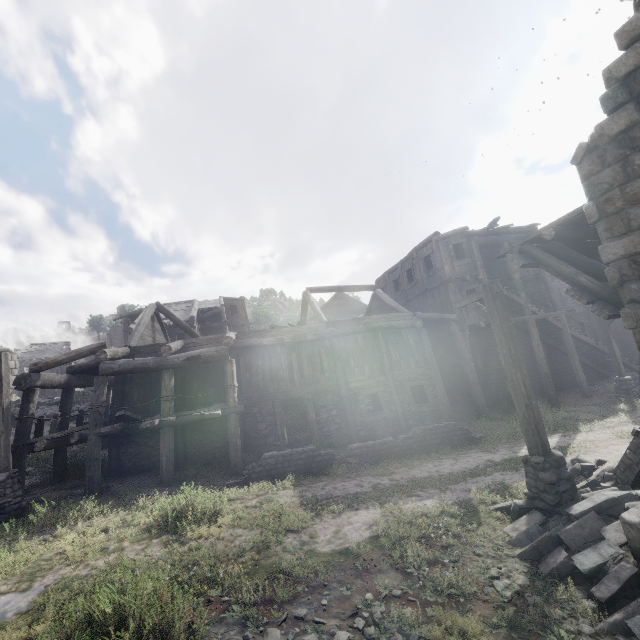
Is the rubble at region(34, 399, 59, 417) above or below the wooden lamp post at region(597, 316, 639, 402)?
above

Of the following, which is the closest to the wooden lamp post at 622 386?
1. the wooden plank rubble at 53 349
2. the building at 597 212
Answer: the building at 597 212

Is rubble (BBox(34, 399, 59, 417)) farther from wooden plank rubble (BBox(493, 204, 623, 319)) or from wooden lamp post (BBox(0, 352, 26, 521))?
wooden plank rubble (BBox(493, 204, 623, 319))

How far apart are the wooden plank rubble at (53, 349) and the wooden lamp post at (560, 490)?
54.0m

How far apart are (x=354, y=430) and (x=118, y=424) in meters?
9.4 m

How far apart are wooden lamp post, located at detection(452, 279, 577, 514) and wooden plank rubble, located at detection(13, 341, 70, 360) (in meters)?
53.96

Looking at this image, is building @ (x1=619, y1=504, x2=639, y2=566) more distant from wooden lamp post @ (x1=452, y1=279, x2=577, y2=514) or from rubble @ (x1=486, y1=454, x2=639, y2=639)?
wooden lamp post @ (x1=452, y1=279, x2=577, y2=514)

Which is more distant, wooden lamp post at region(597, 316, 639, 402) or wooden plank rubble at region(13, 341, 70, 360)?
wooden plank rubble at region(13, 341, 70, 360)
